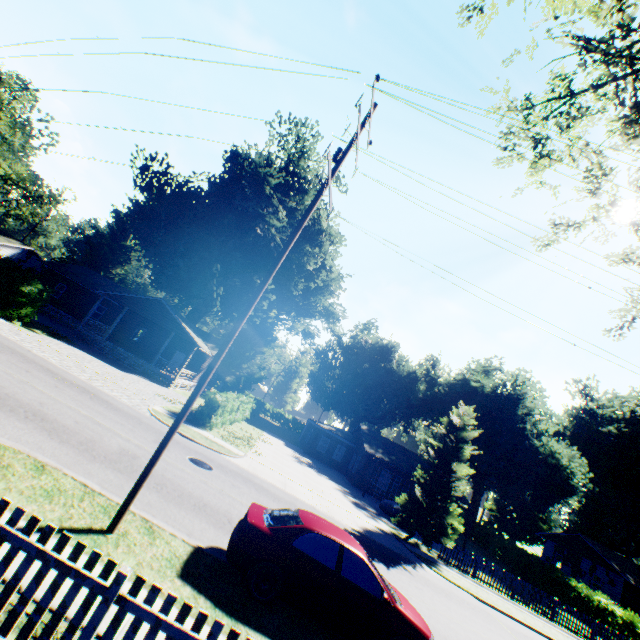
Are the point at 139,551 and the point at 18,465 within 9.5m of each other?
yes

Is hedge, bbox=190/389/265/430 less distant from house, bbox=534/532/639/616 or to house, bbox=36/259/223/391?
house, bbox=36/259/223/391

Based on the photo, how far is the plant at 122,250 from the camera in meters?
31.9

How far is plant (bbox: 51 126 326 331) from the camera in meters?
31.9 m

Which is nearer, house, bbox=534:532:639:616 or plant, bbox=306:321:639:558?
house, bbox=534:532:639:616

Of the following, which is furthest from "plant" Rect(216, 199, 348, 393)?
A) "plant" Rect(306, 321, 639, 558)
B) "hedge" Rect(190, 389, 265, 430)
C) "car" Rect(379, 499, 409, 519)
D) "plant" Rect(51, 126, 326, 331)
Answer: "plant" Rect(51, 126, 326, 331)

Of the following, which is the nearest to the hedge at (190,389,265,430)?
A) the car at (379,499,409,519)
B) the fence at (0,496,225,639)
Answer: the car at (379,499,409,519)

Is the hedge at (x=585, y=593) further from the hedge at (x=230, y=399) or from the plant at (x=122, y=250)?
the hedge at (x=230, y=399)
